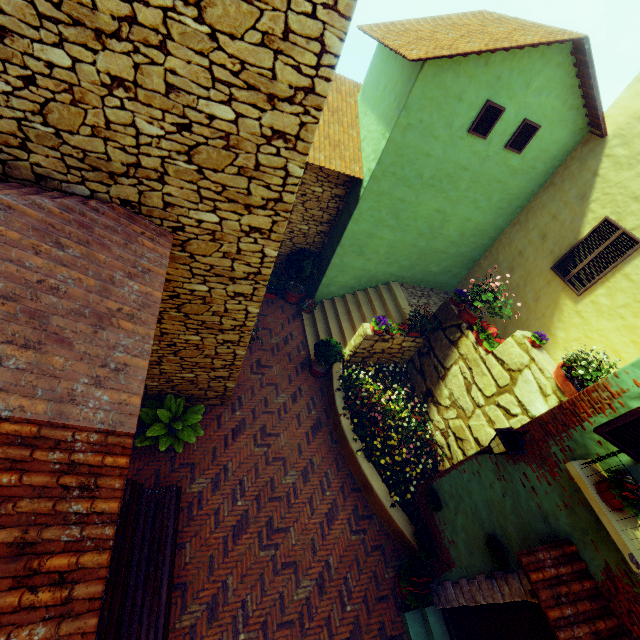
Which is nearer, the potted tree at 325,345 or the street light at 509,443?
the street light at 509,443

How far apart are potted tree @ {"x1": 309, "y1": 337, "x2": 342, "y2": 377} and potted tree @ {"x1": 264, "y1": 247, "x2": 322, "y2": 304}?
2.3 meters

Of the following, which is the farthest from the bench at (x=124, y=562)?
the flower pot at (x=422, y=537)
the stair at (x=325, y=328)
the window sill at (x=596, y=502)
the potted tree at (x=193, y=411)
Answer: the window sill at (x=596, y=502)

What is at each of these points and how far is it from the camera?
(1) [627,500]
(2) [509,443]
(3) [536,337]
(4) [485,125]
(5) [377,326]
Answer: (1) flower pot, 3.58m
(2) street light, 4.48m
(3) flower pot, 6.43m
(4) window, 7.69m
(5) flower pot, 8.45m

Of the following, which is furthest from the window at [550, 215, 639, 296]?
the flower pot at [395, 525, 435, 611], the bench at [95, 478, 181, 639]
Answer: the bench at [95, 478, 181, 639]

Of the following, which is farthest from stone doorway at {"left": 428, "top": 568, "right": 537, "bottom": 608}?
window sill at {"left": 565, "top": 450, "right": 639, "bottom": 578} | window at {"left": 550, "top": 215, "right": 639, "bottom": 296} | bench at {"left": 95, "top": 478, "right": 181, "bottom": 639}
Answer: window at {"left": 550, "top": 215, "right": 639, "bottom": 296}

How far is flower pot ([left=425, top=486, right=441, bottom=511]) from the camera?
6.4m

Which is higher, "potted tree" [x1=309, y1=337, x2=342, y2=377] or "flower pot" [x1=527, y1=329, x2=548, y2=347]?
"flower pot" [x1=527, y1=329, x2=548, y2=347]
